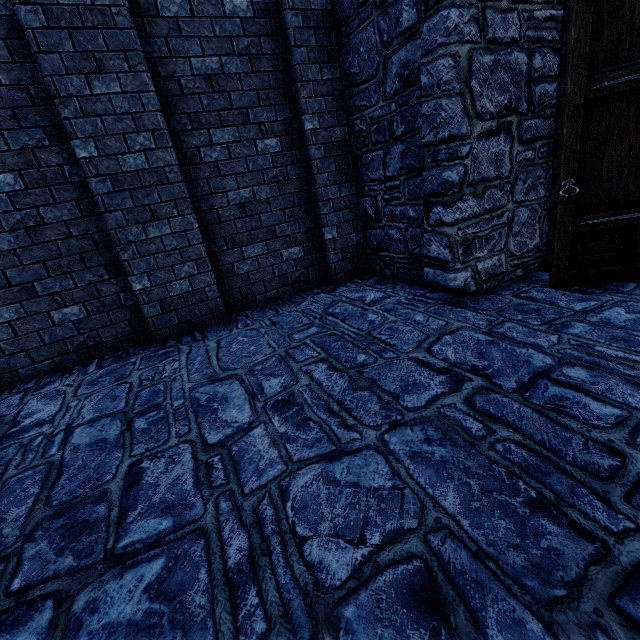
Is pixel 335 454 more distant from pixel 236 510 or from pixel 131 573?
pixel 131 573
